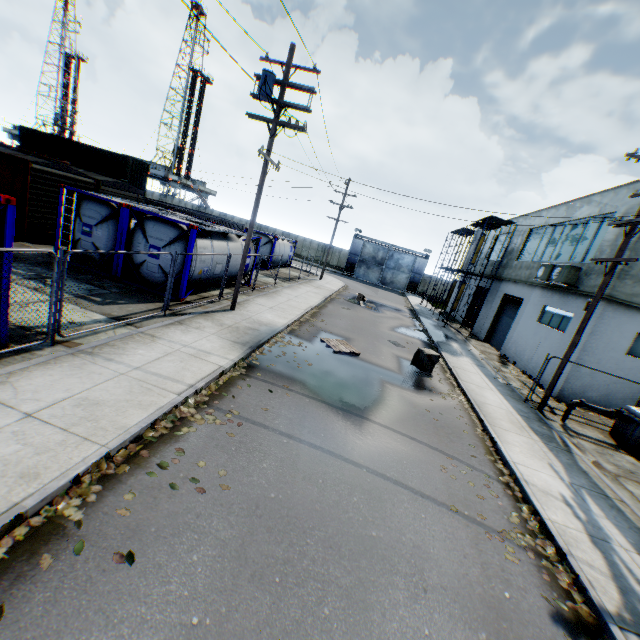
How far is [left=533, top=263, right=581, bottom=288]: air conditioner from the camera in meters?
15.2

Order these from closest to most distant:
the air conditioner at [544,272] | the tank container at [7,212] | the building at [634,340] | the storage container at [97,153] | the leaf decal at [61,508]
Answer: the leaf decal at [61,508], the tank container at [7,212], the building at [634,340], the air conditioner at [544,272], the storage container at [97,153]

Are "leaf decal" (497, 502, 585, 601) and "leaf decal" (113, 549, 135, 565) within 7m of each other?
yes

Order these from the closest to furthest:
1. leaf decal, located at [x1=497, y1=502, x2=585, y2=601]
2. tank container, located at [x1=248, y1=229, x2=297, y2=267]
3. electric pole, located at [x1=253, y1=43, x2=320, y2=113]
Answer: leaf decal, located at [x1=497, y1=502, x2=585, y2=601]
electric pole, located at [x1=253, y1=43, x2=320, y2=113]
tank container, located at [x1=248, y1=229, x2=297, y2=267]

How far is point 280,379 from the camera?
9.2 meters

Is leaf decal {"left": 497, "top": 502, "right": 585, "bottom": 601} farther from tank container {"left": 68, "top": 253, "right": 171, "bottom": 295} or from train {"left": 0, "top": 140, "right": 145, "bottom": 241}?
train {"left": 0, "top": 140, "right": 145, "bottom": 241}

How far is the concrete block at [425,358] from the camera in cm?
1362

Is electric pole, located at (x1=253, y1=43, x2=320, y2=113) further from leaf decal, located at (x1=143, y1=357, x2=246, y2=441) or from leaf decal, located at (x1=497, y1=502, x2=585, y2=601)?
leaf decal, located at (x1=497, y1=502, x2=585, y2=601)
